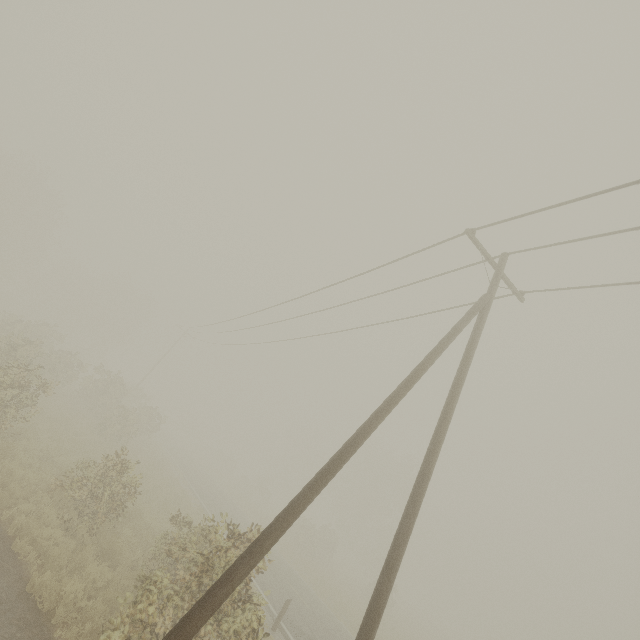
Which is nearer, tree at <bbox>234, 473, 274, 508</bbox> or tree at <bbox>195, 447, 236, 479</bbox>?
tree at <bbox>234, 473, 274, 508</bbox>

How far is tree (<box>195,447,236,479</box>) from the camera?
51.62m

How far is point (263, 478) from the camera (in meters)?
46.53

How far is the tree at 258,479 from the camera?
44.2m

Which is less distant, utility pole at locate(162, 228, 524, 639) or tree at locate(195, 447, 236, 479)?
utility pole at locate(162, 228, 524, 639)

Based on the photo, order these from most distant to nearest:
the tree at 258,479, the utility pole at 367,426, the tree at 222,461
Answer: the tree at 222,461, the tree at 258,479, the utility pole at 367,426

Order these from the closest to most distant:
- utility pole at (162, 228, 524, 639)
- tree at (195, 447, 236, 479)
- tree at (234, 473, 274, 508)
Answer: utility pole at (162, 228, 524, 639), tree at (234, 473, 274, 508), tree at (195, 447, 236, 479)
